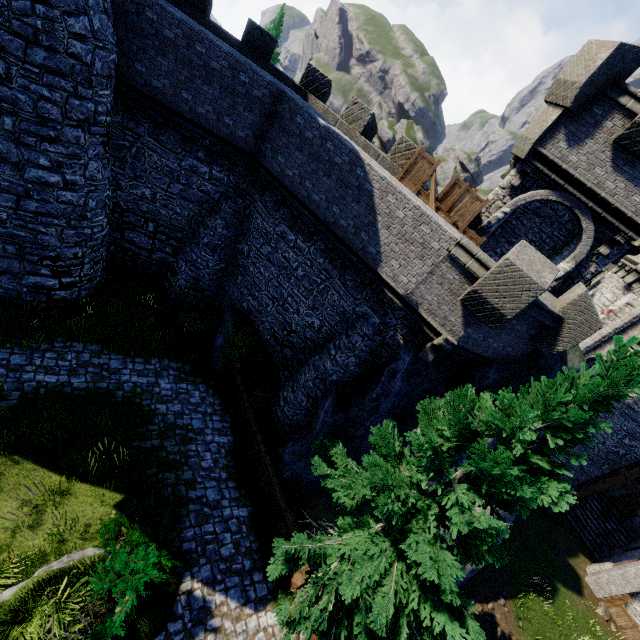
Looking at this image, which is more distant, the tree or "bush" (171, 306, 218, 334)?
"bush" (171, 306, 218, 334)

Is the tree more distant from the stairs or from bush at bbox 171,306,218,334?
the stairs

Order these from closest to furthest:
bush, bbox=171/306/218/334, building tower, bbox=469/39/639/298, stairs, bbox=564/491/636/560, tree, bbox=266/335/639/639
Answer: tree, bbox=266/335/639/639 < building tower, bbox=469/39/639/298 < bush, bbox=171/306/218/334 < stairs, bbox=564/491/636/560

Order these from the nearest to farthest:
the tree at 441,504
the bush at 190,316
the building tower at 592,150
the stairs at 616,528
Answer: the tree at 441,504
the building tower at 592,150
the bush at 190,316
the stairs at 616,528

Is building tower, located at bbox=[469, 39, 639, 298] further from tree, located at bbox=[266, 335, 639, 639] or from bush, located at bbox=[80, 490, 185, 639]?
bush, located at bbox=[80, 490, 185, 639]

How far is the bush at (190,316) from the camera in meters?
15.2 m

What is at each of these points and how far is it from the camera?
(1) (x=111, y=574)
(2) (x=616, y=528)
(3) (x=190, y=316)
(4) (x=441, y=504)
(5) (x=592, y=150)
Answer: (1) bush, 6.40m
(2) stairs, 22.23m
(3) bush, 15.20m
(4) tree, 6.97m
(5) building tower, 10.81m

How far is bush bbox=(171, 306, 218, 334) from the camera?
15.16m
